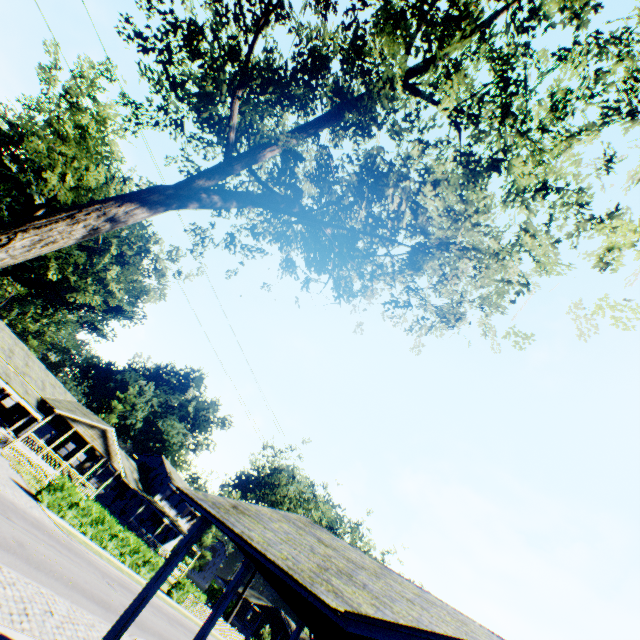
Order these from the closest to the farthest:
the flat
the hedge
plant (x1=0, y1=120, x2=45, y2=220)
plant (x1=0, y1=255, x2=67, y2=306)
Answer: the hedge
the flat
plant (x1=0, y1=120, x2=45, y2=220)
plant (x1=0, y1=255, x2=67, y2=306)

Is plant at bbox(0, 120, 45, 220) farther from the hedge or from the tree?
the tree

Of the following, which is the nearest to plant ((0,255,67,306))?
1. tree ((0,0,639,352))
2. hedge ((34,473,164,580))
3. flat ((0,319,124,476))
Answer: flat ((0,319,124,476))

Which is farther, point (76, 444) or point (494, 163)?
point (76, 444)

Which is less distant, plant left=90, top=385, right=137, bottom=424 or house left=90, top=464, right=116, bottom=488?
house left=90, top=464, right=116, bottom=488

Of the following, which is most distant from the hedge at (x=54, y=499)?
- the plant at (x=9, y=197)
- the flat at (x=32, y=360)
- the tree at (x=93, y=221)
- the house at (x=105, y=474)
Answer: the plant at (x=9, y=197)

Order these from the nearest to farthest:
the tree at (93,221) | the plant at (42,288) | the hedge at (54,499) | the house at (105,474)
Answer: the tree at (93,221) → the hedge at (54,499) → the house at (105,474) → the plant at (42,288)

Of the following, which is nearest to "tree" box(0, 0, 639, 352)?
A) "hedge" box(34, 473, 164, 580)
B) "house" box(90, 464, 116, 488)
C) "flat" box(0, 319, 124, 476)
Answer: "hedge" box(34, 473, 164, 580)
